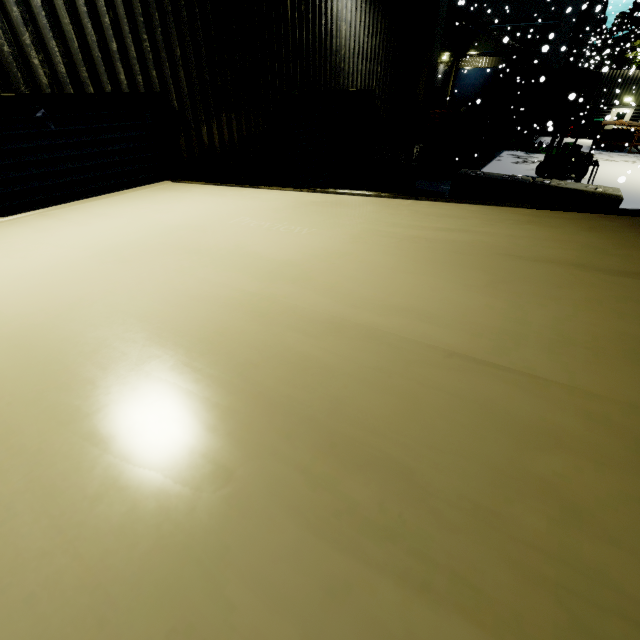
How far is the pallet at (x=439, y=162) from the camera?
15.8m

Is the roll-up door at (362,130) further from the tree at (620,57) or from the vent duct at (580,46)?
the tree at (620,57)

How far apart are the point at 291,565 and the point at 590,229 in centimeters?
185cm

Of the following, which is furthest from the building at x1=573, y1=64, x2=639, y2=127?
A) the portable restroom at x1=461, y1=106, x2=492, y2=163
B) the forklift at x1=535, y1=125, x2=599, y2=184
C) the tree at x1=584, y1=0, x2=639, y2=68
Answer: the forklift at x1=535, y1=125, x2=599, y2=184

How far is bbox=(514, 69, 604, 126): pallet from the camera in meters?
13.3 m

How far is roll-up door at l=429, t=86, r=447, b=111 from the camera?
25.62m

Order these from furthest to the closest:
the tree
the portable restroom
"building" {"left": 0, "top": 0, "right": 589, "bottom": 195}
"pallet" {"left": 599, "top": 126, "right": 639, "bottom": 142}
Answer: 1. the tree
2. "pallet" {"left": 599, "top": 126, "right": 639, "bottom": 142}
3. the portable restroom
4. "building" {"left": 0, "top": 0, "right": 589, "bottom": 195}
